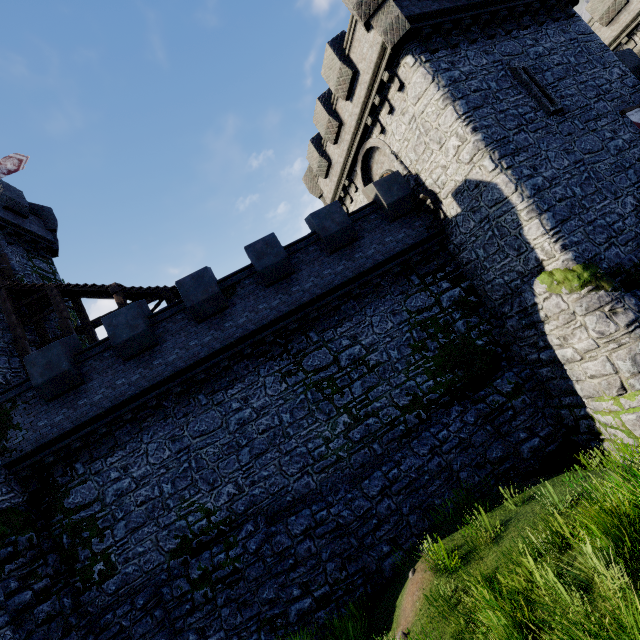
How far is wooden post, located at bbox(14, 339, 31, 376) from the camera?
13.87m

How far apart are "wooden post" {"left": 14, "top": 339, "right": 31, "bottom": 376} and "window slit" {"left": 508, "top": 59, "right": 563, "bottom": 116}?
22.8m

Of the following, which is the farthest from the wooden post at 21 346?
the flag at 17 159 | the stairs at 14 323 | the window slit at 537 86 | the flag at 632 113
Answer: the flag at 632 113

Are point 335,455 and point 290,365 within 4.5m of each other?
yes

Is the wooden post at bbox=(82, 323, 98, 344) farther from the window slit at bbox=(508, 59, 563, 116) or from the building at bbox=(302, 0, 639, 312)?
the window slit at bbox=(508, 59, 563, 116)

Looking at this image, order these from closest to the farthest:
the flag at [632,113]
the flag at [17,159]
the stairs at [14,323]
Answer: the flag at [632,113]
the stairs at [14,323]
the flag at [17,159]

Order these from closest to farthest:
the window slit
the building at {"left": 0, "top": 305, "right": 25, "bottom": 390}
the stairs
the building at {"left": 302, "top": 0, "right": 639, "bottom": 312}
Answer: the building at {"left": 302, "top": 0, "right": 639, "bottom": 312}
the window slit
the building at {"left": 0, "top": 305, "right": 25, "bottom": 390}
the stairs

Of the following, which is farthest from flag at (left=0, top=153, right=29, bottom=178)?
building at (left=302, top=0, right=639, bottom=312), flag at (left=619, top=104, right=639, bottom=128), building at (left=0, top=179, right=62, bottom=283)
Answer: flag at (left=619, top=104, right=639, bottom=128)
